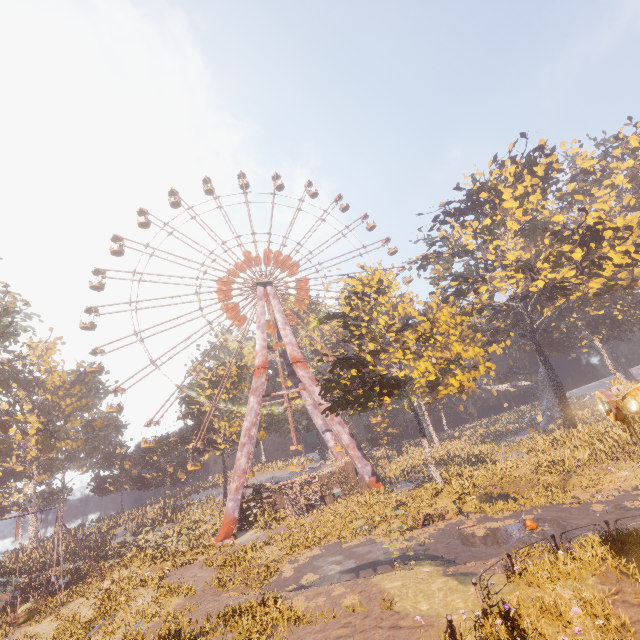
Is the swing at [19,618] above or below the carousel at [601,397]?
below

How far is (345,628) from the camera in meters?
10.2

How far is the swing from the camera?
19.5m

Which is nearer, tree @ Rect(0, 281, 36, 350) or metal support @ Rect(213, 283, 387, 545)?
metal support @ Rect(213, 283, 387, 545)

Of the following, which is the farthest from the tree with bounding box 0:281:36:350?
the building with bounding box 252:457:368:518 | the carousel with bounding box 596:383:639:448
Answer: the carousel with bounding box 596:383:639:448

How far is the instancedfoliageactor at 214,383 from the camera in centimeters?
4547cm

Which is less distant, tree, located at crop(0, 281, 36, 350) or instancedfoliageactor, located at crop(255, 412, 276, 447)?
tree, located at crop(0, 281, 36, 350)

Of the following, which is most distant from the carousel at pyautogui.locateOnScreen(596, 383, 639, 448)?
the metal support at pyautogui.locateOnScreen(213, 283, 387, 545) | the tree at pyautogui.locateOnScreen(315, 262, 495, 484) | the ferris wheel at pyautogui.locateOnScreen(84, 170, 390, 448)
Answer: the ferris wheel at pyautogui.locateOnScreen(84, 170, 390, 448)
